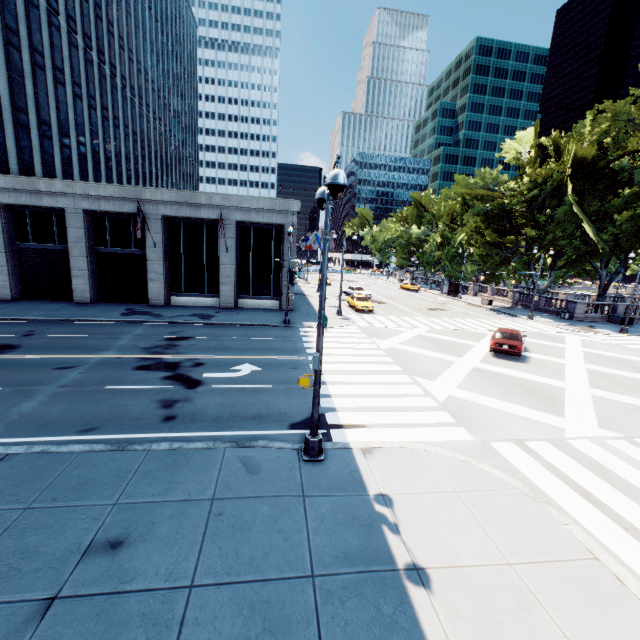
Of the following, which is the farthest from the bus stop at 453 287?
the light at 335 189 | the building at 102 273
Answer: the light at 335 189

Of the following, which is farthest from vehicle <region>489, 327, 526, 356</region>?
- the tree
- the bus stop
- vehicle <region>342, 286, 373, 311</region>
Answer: the bus stop

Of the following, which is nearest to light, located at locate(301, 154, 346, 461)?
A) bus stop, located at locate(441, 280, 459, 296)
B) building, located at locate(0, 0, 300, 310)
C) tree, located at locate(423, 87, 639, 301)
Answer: building, located at locate(0, 0, 300, 310)

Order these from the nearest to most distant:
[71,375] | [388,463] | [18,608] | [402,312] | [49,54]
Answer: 1. [18,608]
2. [388,463]
3. [71,375]
4. [49,54]
5. [402,312]

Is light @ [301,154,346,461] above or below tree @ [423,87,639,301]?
below

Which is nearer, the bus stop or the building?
the building

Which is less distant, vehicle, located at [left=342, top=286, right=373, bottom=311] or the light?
the light

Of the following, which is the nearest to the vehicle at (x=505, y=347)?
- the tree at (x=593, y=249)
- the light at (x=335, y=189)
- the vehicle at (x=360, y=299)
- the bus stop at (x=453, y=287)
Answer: the vehicle at (x=360, y=299)
